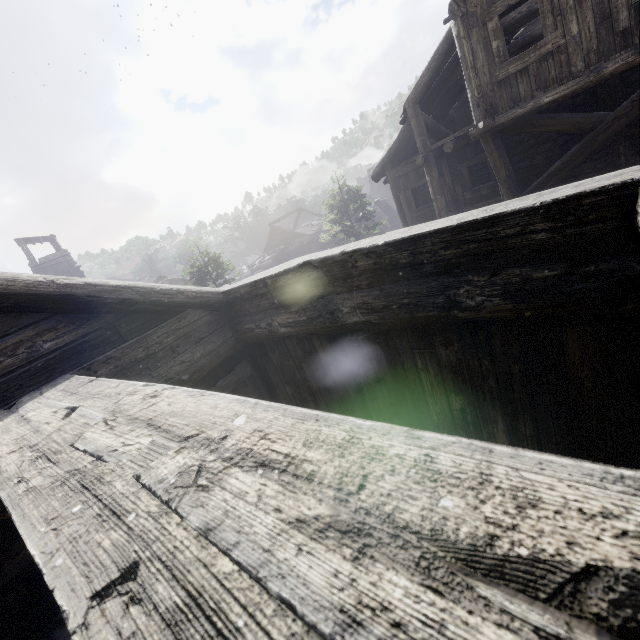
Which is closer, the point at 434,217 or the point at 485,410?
the point at 485,410
